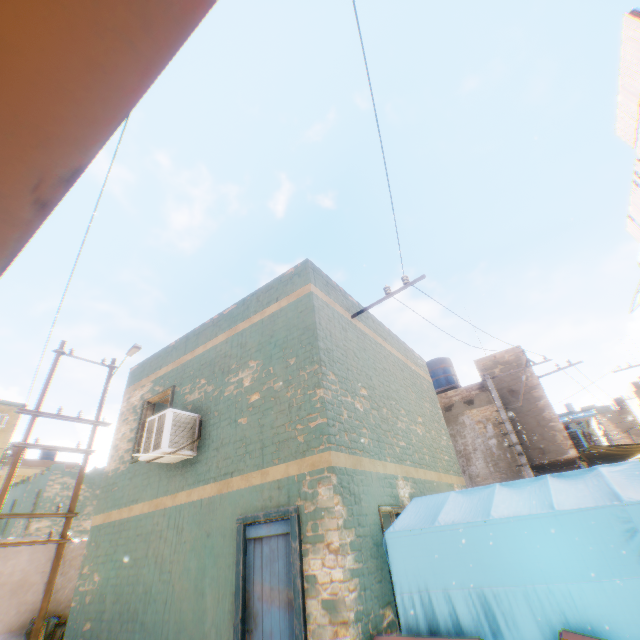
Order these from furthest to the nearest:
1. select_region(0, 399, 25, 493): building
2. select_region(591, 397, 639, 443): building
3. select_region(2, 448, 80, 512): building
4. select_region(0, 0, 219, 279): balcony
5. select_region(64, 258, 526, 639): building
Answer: select_region(591, 397, 639, 443): building
select_region(0, 399, 25, 493): building
select_region(2, 448, 80, 512): building
select_region(64, 258, 526, 639): building
select_region(0, 0, 219, 279): balcony

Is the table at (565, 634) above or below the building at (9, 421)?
below

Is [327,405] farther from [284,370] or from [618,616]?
[618,616]

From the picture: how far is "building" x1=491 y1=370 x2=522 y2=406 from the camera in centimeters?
1428cm

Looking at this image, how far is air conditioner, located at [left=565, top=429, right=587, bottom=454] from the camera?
13.2 meters

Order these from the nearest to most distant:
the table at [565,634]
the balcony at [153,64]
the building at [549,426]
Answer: the balcony at [153,64]
the table at [565,634]
the building at [549,426]

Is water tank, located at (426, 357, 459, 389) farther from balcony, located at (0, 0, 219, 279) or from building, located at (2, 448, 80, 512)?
balcony, located at (0, 0, 219, 279)

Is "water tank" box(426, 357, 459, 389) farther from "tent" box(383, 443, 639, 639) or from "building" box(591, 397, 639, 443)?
"tent" box(383, 443, 639, 639)
